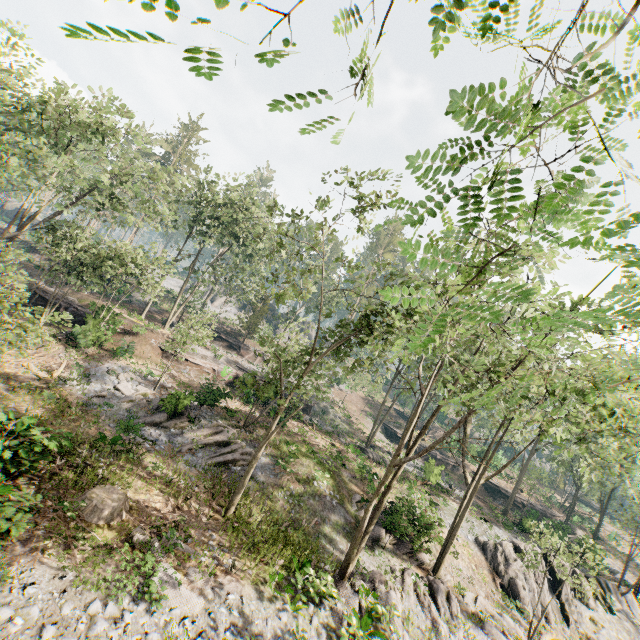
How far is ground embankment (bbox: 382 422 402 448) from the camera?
46.07m

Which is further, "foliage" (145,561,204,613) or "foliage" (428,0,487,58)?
"foliage" (145,561,204,613)

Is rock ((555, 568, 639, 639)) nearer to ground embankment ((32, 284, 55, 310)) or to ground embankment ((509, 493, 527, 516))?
ground embankment ((509, 493, 527, 516))

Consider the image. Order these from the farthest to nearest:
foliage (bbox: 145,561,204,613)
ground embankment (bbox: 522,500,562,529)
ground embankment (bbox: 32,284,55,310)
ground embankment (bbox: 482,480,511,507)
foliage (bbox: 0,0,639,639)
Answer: ground embankment (bbox: 482,480,511,507)
ground embankment (bbox: 522,500,562,529)
ground embankment (bbox: 32,284,55,310)
foliage (bbox: 145,561,204,613)
foliage (bbox: 0,0,639,639)

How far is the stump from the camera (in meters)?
11.30

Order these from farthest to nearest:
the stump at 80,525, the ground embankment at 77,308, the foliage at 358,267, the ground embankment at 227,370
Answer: the ground embankment at 227,370, the ground embankment at 77,308, the foliage at 358,267, the stump at 80,525

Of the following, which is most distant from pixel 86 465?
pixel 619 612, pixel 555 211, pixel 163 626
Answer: pixel 619 612

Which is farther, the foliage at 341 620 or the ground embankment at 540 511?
the ground embankment at 540 511
